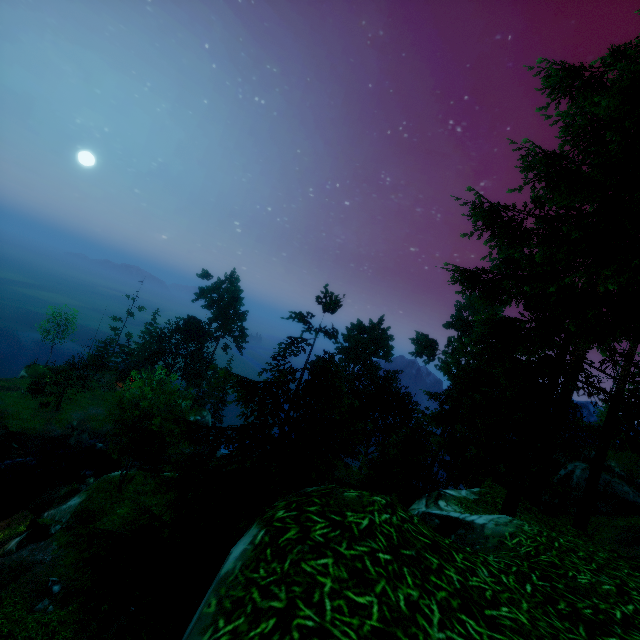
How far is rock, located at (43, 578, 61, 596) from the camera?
15.96m

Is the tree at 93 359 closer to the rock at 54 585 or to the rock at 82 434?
the rock at 82 434

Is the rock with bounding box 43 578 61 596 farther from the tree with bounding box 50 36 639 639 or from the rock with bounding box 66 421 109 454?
the rock with bounding box 66 421 109 454

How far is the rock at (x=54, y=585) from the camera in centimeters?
1596cm

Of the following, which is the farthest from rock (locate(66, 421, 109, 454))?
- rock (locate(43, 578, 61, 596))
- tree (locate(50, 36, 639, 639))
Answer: rock (locate(43, 578, 61, 596))

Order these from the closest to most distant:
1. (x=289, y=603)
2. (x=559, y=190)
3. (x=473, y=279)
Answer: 1. (x=289, y=603)
2. (x=559, y=190)
3. (x=473, y=279)
